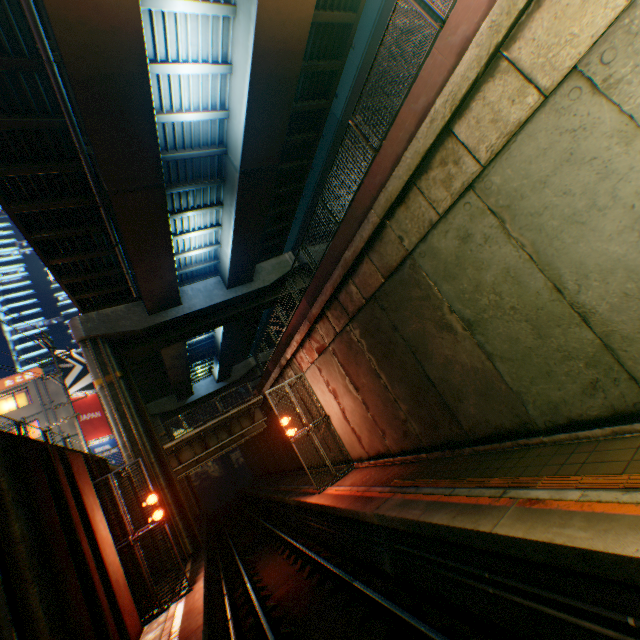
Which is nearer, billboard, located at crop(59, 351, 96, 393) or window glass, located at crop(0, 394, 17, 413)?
window glass, located at crop(0, 394, 17, 413)

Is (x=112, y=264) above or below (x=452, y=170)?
above

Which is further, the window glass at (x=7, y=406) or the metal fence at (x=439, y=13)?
the window glass at (x=7, y=406)

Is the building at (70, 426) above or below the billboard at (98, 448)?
above

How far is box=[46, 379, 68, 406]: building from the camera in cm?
2759

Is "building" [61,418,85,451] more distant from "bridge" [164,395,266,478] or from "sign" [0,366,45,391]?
"bridge" [164,395,266,478]

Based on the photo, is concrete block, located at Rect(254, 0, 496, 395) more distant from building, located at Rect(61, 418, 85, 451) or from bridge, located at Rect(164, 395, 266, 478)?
building, located at Rect(61, 418, 85, 451)

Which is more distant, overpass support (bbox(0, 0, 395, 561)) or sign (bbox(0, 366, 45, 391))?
sign (bbox(0, 366, 45, 391))
